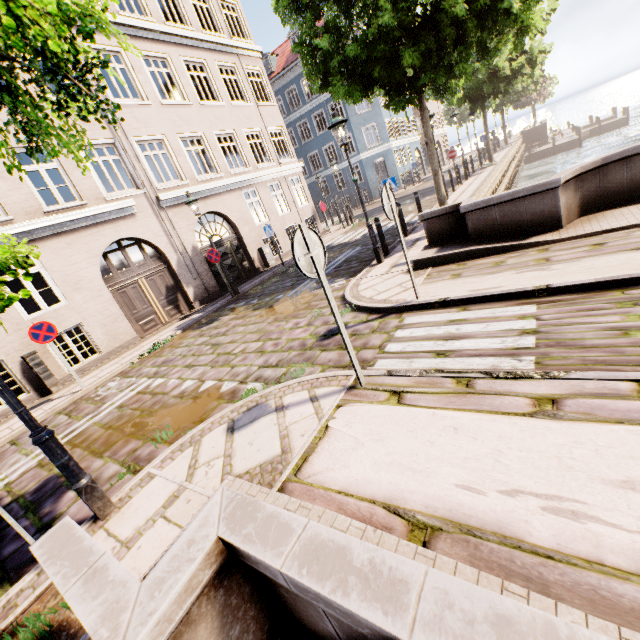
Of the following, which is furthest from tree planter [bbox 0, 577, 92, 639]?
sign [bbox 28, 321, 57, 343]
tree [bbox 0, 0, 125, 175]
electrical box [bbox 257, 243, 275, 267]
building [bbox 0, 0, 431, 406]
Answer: building [bbox 0, 0, 431, 406]

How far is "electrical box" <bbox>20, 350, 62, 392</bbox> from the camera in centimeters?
867cm

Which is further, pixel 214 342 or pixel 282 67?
pixel 282 67

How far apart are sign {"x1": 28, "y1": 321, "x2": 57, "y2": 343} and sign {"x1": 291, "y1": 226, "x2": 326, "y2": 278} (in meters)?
7.86

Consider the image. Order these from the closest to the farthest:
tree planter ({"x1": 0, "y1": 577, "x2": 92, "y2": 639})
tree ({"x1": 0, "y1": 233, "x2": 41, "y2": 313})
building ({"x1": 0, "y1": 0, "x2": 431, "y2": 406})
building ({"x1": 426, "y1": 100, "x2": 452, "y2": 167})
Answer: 1. tree ({"x1": 0, "y1": 233, "x2": 41, "y2": 313})
2. tree planter ({"x1": 0, "y1": 577, "x2": 92, "y2": 639})
3. building ({"x1": 0, "y1": 0, "x2": 431, "y2": 406})
4. building ({"x1": 426, "y1": 100, "x2": 452, "y2": 167})

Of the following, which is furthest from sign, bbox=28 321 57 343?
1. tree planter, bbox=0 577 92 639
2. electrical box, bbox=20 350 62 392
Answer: tree planter, bbox=0 577 92 639

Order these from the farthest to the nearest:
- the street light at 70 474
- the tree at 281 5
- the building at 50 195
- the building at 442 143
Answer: the building at 442 143
the building at 50 195
the tree at 281 5
the street light at 70 474

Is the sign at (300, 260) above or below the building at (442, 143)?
below
